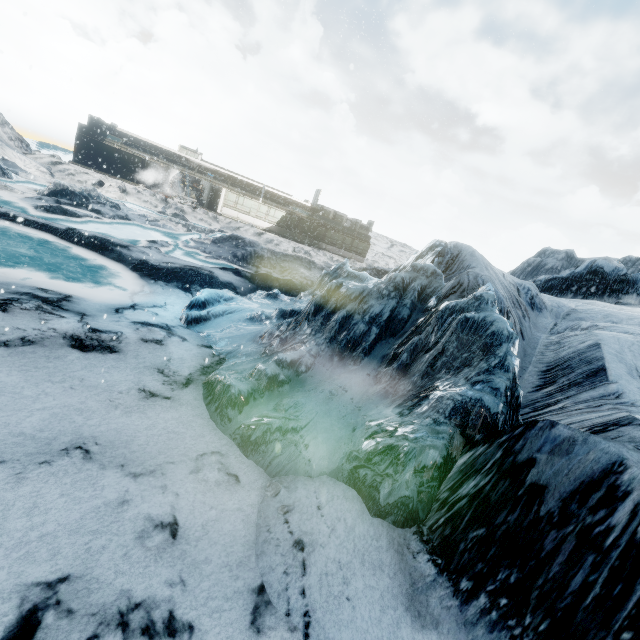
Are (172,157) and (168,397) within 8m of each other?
no
